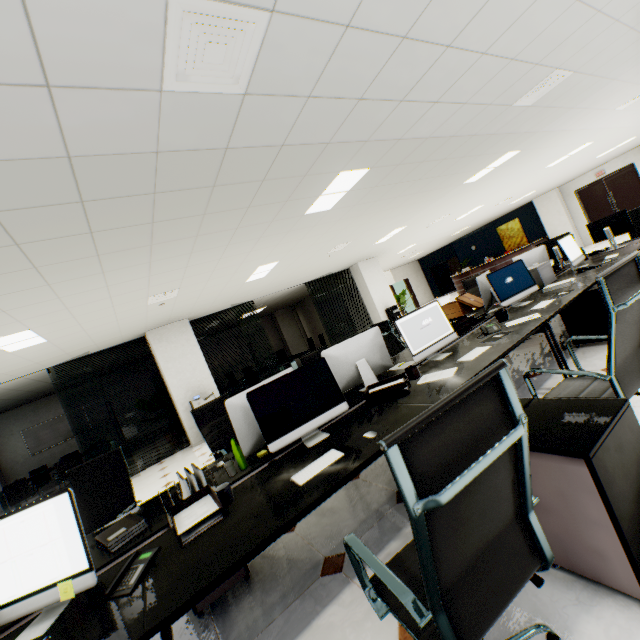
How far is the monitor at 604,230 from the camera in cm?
486

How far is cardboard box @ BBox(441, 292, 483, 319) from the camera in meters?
4.9 m

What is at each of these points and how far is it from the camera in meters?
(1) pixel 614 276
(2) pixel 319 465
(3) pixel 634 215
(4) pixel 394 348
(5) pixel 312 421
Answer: (1) chair, 1.6
(2) keyboard, 1.8
(3) chair, 5.8
(4) chair, 4.8
(5) monitor, 2.3

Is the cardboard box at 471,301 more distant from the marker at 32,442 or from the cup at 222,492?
the marker at 32,442

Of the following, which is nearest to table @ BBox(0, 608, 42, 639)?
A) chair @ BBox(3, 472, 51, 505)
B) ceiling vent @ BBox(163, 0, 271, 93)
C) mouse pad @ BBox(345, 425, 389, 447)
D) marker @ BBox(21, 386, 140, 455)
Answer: mouse pad @ BBox(345, 425, 389, 447)

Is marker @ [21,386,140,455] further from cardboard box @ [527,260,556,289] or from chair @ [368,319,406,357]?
cardboard box @ [527,260,556,289]

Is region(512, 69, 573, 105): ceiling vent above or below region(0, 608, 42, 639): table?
above

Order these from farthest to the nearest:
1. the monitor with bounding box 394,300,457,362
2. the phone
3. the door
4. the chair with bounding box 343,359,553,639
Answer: the door
the monitor with bounding box 394,300,457,362
the phone
the chair with bounding box 343,359,553,639
